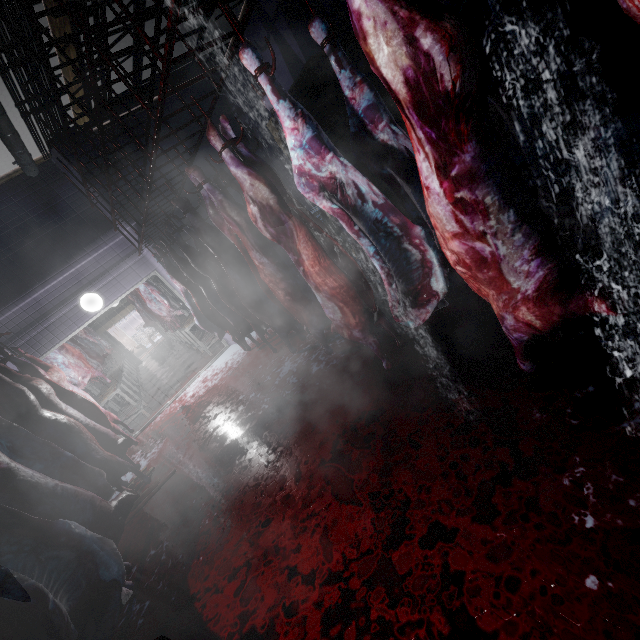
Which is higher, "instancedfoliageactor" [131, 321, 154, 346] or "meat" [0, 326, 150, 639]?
"meat" [0, 326, 150, 639]

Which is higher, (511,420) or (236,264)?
(236,264)

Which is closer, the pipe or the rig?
the rig

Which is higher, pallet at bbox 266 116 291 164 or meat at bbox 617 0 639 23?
pallet at bbox 266 116 291 164

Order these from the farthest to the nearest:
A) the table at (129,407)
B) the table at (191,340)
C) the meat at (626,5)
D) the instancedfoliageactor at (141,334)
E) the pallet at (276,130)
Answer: the instancedfoliageactor at (141,334)
the table at (191,340)
the table at (129,407)
the pallet at (276,130)
the meat at (626,5)

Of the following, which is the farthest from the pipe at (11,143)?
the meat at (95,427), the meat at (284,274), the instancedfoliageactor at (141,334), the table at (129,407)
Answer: the instancedfoliageactor at (141,334)

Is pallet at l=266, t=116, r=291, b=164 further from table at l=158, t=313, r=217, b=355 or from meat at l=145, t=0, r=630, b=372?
table at l=158, t=313, r=217, b=355

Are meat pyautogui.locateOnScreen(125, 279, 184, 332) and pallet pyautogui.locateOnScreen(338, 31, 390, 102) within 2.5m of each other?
no
